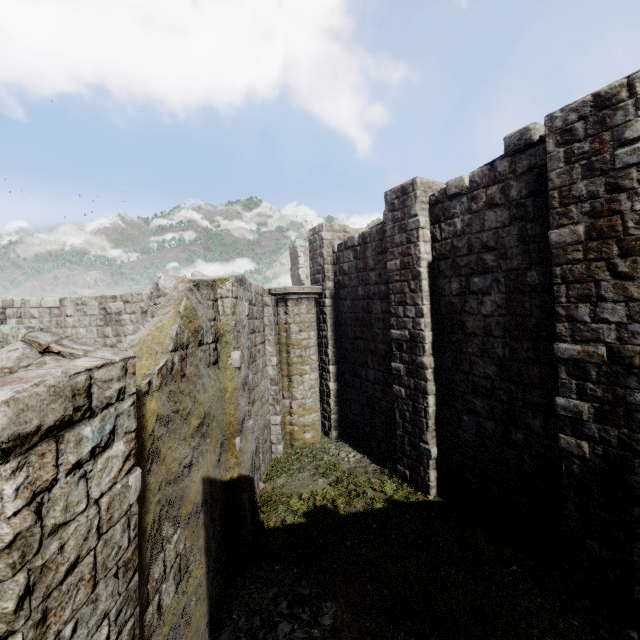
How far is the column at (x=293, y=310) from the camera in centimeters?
1225cm

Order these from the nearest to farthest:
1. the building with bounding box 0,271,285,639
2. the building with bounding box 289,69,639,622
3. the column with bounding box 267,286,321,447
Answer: the building with bounding box 0,271,285,639 → the building with bounding box 289,69,639,622 → the column with bounding box 267,286,321,447

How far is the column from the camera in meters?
12.2

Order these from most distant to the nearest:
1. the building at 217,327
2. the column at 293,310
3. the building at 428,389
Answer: the column at 293,310, the building at 428,389, the building at 217,327

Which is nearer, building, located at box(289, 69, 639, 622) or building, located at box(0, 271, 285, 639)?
building, located at box(0, 271, 285, 639)

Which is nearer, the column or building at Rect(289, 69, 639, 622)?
building at Rect(289, 69, 639, 622)

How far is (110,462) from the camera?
2.77m
